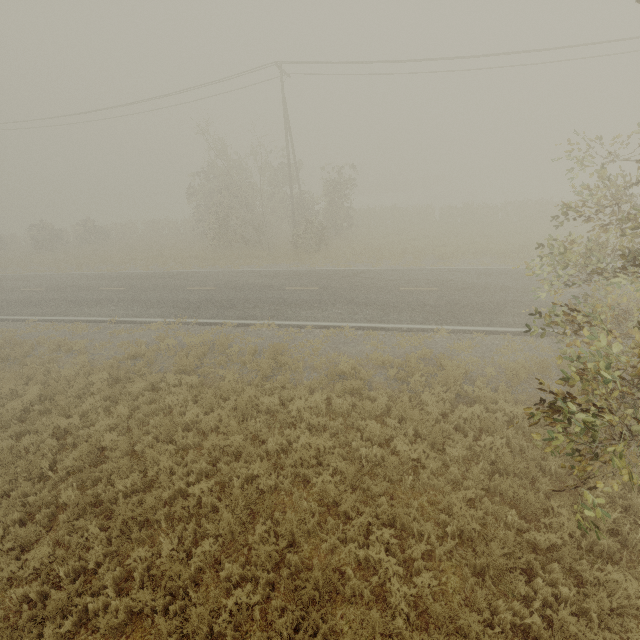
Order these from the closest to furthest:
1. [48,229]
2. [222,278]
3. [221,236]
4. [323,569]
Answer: [323,569] < [222,278] < [221,236] < [48,229]
